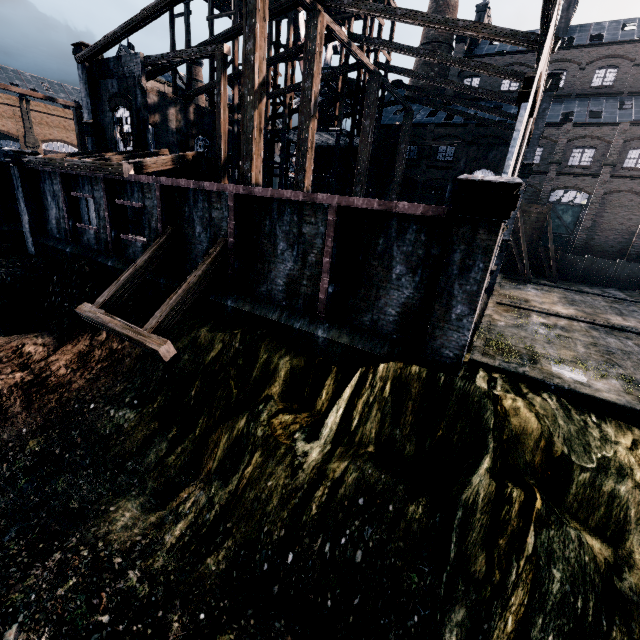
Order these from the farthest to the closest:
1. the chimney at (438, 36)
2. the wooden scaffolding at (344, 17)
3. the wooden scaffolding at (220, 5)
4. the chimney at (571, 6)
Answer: the chimney at (438, 36) → the chimney at (571, 6) → the wooden scaffolding at (220, 5) → the wooden scaffolding at (344, 17)

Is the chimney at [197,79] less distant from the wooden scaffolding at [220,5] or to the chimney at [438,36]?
the wooden scaffolding at [220,5]

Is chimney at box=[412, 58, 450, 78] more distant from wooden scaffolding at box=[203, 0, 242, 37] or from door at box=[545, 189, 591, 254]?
door at box=[545, 189, 591, 254]

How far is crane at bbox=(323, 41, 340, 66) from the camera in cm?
4076

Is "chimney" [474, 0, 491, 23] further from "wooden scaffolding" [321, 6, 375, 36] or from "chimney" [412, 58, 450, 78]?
"wooden scaffolding" [321, 6, 375, 36]

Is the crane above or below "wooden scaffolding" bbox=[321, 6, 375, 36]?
above

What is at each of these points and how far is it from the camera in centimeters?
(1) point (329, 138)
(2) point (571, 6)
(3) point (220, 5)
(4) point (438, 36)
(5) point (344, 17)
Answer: (1) wooden scaffolding, 3272cm
(2) chimney, 3584cm
(3) wooden scaffolding, 3328cm
(4) chimney, 4269cm
(5) wooden scaffolding, 2553cm

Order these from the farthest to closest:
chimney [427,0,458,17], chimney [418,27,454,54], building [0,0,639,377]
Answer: chimney [418,27,454,54] → chimney [427,0,458,17] → building [0,0,639,377]
